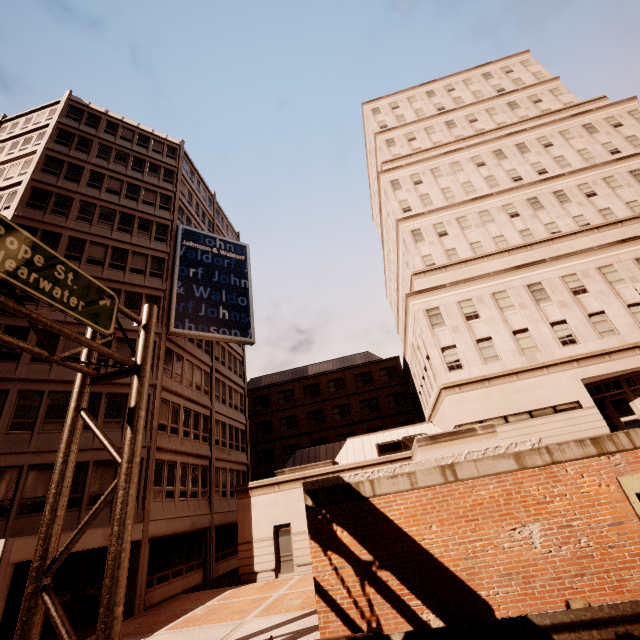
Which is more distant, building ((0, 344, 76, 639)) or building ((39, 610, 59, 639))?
building ((39, 610, 59, 639))

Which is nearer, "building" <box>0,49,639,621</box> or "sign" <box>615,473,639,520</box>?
"sign" <box>615,473,639,520</box>

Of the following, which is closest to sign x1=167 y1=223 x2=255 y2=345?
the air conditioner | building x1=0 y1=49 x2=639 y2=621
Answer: building x1=0 y1=49 x2=639 y2=621

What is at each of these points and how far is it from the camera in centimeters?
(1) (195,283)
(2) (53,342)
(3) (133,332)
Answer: (1) sign, 2586cm
(2) building, 1873cm
(3) building, 2148cm

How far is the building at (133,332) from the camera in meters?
21.2 m

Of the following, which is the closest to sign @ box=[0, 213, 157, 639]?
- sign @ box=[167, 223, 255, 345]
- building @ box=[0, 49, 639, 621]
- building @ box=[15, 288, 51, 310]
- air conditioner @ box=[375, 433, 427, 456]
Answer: building @ box=[15, 288, 51, 310]

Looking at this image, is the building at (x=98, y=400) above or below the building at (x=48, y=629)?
above

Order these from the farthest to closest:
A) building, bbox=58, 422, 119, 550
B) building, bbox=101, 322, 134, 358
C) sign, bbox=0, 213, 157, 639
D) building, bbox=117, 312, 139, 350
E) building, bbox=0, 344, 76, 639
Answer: building, bbox=117, 312, 139, 350, building, bbox=101, 322, 134, 358, building, bbox=58, 422, 119, 550, building, bbox=0, 344, 76, 639, sign, bbox=0, 213, 157, 639
